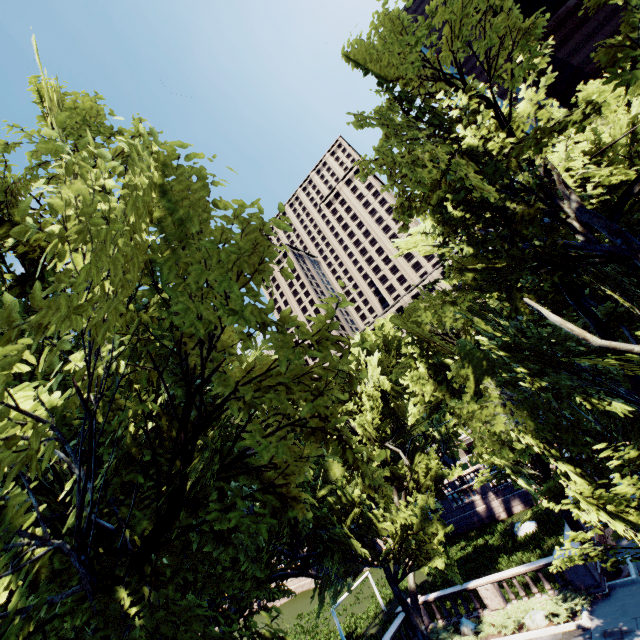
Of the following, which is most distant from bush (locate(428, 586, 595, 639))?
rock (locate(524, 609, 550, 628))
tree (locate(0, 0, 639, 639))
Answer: tree (locate(0, 0, 639, 639))

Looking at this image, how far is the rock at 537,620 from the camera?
15.4m

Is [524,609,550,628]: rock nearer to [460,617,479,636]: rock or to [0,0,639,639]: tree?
[460,617,479,636]: rock

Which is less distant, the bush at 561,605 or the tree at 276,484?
the tree at 276,484

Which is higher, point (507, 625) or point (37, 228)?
point (37, 228)

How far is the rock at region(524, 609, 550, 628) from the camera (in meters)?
15.41

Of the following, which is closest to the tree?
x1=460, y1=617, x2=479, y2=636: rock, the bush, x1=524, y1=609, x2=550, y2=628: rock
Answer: x1=460, y1=617, x2=479, y2=636: rock

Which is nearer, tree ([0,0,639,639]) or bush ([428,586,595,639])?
tree ([0,0,639,639])
